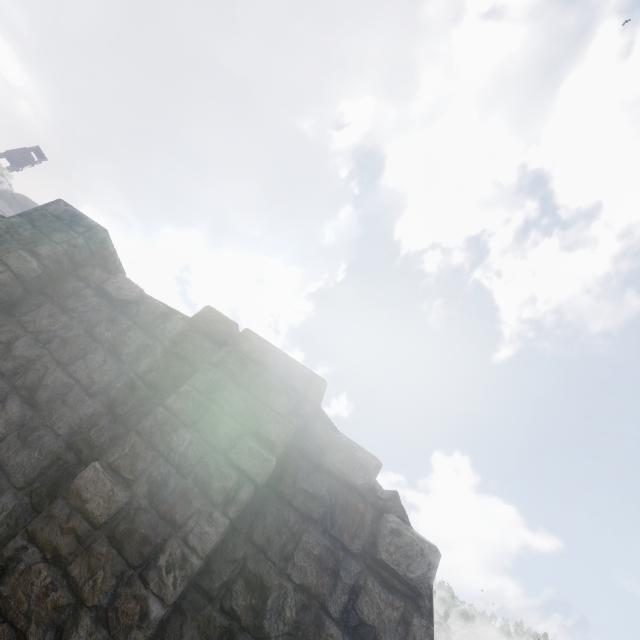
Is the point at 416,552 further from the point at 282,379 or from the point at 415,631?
the point at 282,379
